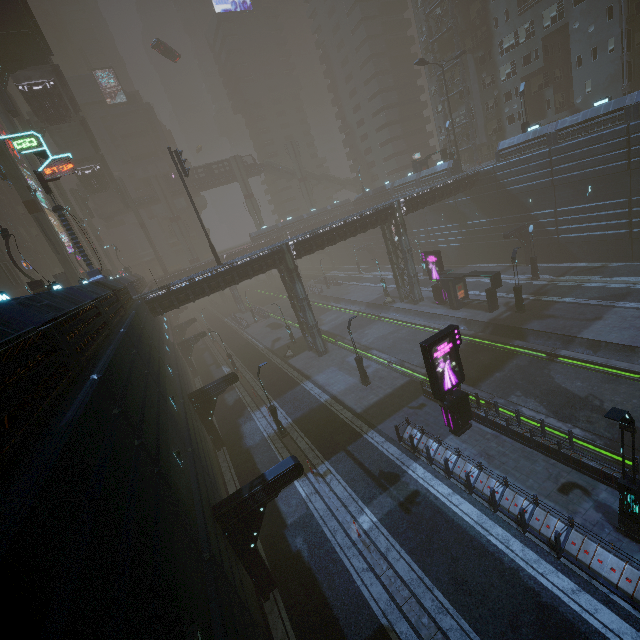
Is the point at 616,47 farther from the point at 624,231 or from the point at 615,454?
the point at 615,454

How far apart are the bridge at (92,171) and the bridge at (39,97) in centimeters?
975cm

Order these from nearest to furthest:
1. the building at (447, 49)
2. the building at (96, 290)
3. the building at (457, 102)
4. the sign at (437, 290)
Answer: the building at (96, 290) → the sign at (437, 290) → the building at (447, 49) → the building at (457, 102)

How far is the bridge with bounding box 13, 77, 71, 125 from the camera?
36.8 meters

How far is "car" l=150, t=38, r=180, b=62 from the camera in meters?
48.2

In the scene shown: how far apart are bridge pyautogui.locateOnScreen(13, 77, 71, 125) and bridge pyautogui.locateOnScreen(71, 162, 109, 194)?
9.75m

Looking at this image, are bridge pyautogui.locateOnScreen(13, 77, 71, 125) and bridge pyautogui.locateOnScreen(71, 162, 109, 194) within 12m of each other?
yes

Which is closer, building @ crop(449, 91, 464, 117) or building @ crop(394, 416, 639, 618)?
building @ crop(394, 416, 639, 618)
